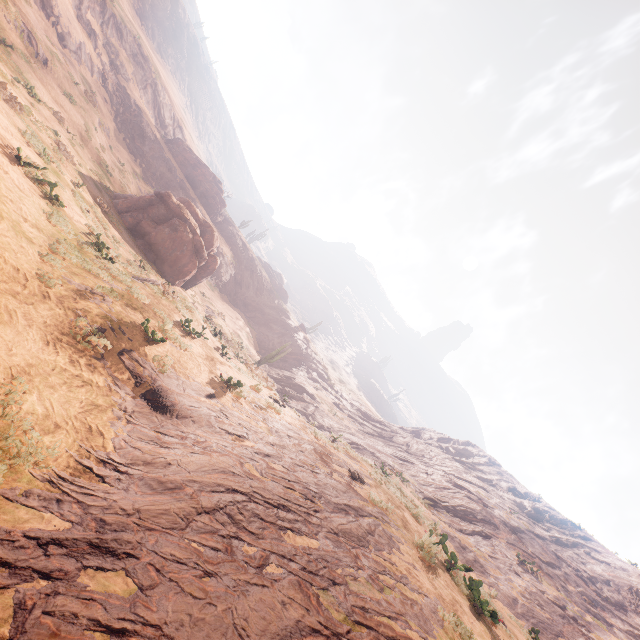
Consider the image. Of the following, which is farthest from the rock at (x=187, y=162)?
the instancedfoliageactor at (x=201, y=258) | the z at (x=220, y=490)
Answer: the z at (x=220, y=490)

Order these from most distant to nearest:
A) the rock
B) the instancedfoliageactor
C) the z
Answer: the rock → the instancedfoliageactor → the z

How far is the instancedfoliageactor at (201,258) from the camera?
22.7m

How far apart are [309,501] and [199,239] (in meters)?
22.62

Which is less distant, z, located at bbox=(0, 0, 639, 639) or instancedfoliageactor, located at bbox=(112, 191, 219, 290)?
z, located at bbox=(0, 0, 639, 639)

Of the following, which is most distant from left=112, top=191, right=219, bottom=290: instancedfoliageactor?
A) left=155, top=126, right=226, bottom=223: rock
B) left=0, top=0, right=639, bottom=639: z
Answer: left=155, top=126, right=226, bottom=223: rock

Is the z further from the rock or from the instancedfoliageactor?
the rock
